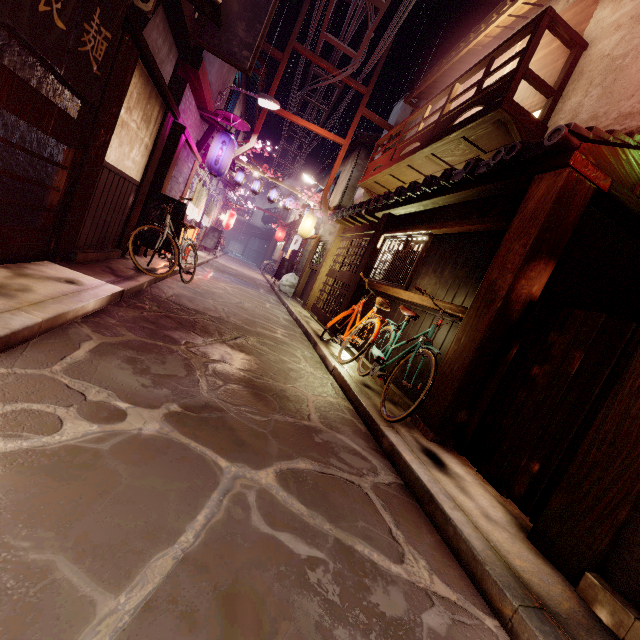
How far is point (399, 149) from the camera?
16.30m

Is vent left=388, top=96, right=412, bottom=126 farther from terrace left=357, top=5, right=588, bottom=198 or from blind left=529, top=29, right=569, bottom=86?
blind left=529, top=29, right=569, bottom=86

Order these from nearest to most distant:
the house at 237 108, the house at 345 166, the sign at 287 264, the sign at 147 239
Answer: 1. the sign at 147 239
2. the house at 237 108
3. the house at 345 166
4. the sign at 287 264

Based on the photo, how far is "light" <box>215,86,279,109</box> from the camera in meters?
17.1 m

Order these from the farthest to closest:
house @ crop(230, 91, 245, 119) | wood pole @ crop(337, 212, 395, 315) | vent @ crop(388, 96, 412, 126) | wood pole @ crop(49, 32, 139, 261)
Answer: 1. house @ crop(230, 91, 245, 119)
2. vent @ crop(388, 96, 412, 126)
3. wood pole @ crop(337, 212, 395, 315)
4. wood pole @ crop(49, 32, 139, 261)

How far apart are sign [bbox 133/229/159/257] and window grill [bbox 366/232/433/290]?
7.72m

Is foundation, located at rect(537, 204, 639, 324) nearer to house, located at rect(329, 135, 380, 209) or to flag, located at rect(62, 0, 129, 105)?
flag, located at rect(62, 0, 129, 105)

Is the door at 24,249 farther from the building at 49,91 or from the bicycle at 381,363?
the bicycle at 381,363
